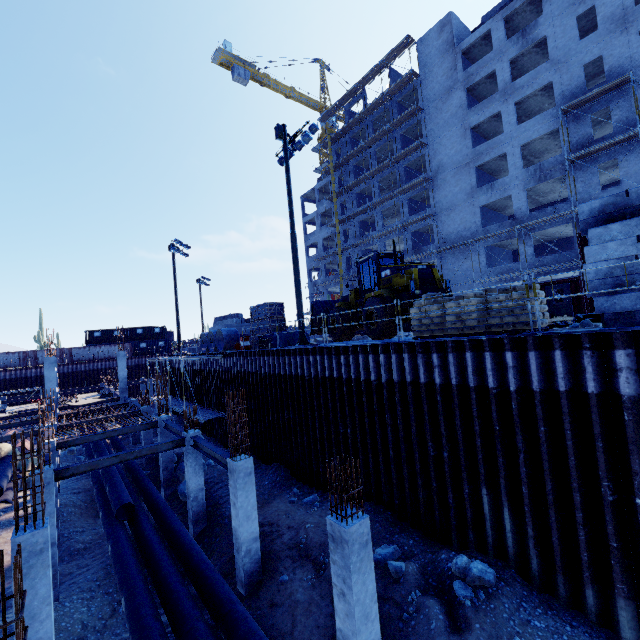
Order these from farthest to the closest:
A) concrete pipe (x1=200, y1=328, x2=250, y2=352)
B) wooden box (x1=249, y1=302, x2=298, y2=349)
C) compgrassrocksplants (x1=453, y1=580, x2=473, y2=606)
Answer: concrete pipe (x1=200, y1=328, x2=250, y2=352) → wooden box (x1=249, y1=302, x2=298, y2=349) → compgrassrocksplants (x1=453, y1=580, x2=473, y2=606)

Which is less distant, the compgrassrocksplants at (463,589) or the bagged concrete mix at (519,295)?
the compgrassrocksplants at (463,589)

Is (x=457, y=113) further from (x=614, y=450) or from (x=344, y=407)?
(x=614, y=450)

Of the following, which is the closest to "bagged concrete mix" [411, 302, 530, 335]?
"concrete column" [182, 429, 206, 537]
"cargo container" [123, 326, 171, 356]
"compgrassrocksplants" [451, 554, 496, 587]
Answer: "compgrassrocksplants" [451, 554, 496, 587]

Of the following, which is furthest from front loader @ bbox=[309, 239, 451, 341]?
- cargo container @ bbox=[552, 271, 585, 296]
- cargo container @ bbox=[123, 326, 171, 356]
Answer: cargo container @ bbox=[123, 326, 171, 356]

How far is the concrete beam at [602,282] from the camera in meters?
6.7 m

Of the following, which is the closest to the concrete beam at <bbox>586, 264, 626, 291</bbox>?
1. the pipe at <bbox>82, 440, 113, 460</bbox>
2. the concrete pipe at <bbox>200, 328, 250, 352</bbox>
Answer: the pipe at <bbox>82, 440, 113, 460</bbox>

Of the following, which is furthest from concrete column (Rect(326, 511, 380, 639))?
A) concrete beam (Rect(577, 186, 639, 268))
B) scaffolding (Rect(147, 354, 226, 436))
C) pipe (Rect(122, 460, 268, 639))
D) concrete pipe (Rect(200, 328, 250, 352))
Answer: concrete pipe (Rect(200, 328, 250, 352))
